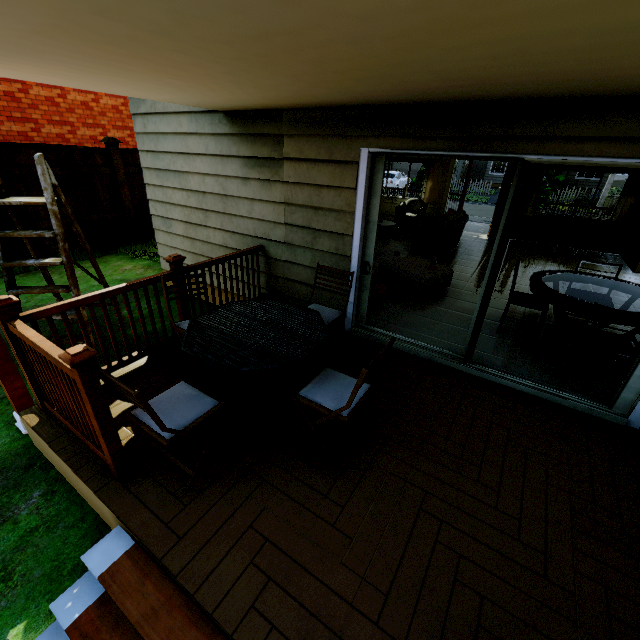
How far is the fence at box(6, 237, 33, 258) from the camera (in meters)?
6.48

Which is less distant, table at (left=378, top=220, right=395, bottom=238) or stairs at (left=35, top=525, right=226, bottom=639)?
stairs at (left=35, top=525, right=226, bottom=639)

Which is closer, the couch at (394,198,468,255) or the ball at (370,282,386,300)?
the ball at (370,282,386,300)

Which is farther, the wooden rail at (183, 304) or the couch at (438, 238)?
the couch at (438, 238)

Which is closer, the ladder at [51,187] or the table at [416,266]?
the ladder at [51,187]

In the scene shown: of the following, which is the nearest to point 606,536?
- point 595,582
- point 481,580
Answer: point 595,582

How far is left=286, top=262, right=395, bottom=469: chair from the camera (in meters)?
2.18

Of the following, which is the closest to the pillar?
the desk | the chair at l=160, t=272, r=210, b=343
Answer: the chair at l=160, t=272, r=210, b=343
